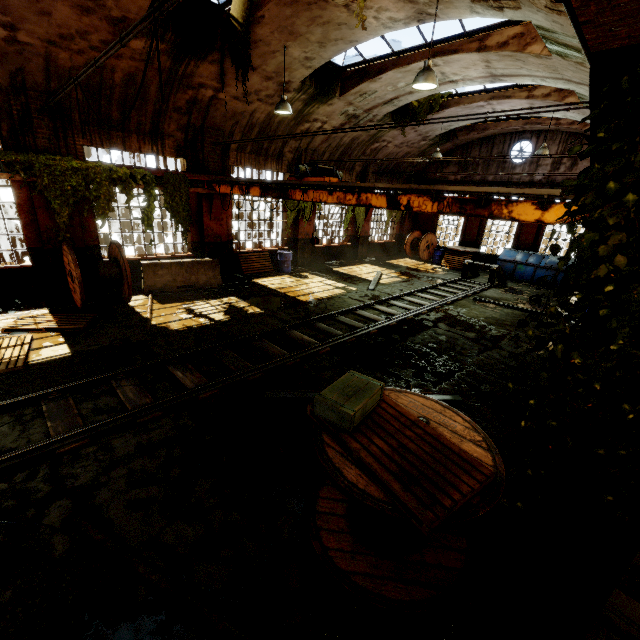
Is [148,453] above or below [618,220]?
below

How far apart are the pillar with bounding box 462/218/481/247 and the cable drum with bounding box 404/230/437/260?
2.38m

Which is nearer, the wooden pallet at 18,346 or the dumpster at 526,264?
the wooden pallet at 18,346

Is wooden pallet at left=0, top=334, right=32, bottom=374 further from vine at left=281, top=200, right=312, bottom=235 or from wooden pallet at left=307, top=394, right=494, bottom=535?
wooden pallet at left=307, top=394, right=494, bottom=535

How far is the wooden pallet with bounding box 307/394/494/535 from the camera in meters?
2.5

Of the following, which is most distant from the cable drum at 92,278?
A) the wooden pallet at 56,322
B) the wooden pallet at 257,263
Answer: the wooden pallet at 257,263

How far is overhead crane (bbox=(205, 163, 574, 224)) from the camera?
5.1 meters

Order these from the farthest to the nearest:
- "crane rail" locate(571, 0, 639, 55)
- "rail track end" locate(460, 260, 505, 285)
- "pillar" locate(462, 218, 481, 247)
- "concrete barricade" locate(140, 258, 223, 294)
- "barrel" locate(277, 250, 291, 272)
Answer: "pillar" locate(462, 218, 481, 247), "rail track end" locate(460, 260, 505, 285), "barrel" locate(277, 250, 291, 272), "concrete barricade" locate(140, 258, 223, 294), "crane rail" locate(571, 0, 639, 55)
